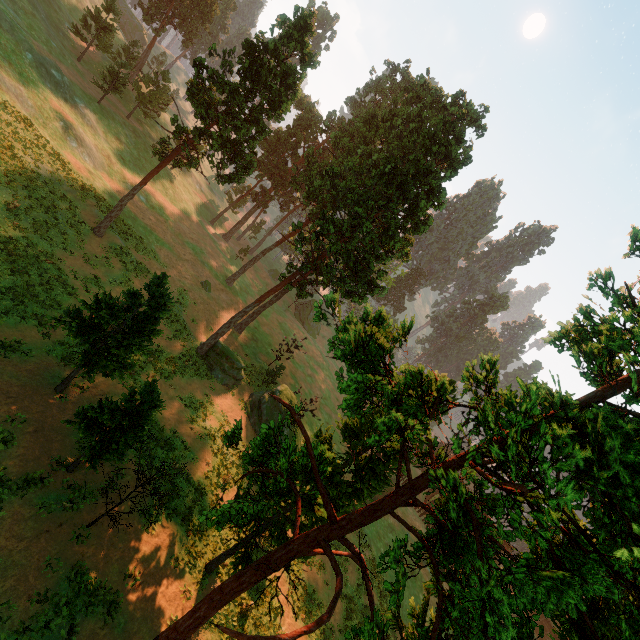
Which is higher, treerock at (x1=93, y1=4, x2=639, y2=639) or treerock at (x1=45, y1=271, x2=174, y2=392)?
treerock at (x1=93, y1=4, x2=639, y2=639)

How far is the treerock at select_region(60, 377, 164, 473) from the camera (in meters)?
13.63

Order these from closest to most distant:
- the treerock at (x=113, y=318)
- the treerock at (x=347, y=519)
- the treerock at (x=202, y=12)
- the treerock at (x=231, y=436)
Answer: the treerock at (x=347, y=519) < the treerock at (x=231, y=436) < the treerock at (x=113, y=318) < the treerock at (x=202, y=12)

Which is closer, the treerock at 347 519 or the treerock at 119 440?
the treerock at 347 519

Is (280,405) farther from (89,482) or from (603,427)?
(603,427)

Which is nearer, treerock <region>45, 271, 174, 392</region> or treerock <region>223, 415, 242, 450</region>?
treerock <region>223, 415, 242, 450</region>

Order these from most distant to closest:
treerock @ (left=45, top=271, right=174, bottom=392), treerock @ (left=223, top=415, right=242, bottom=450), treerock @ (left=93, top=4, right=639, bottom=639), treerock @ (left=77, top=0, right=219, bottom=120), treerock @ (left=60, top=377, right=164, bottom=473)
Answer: treerock @ (left=77, top=0, right=219, bottom=120) < treerock @ (left=45, top=271, right=174, bottom=392) < treerock @ (left=60, top=377, right=164, bottom=473) < treerock @ (left=223, top=415, right=242, bottom=450) < treerock @ (left=93, top=4, right=639, bottom=639)
